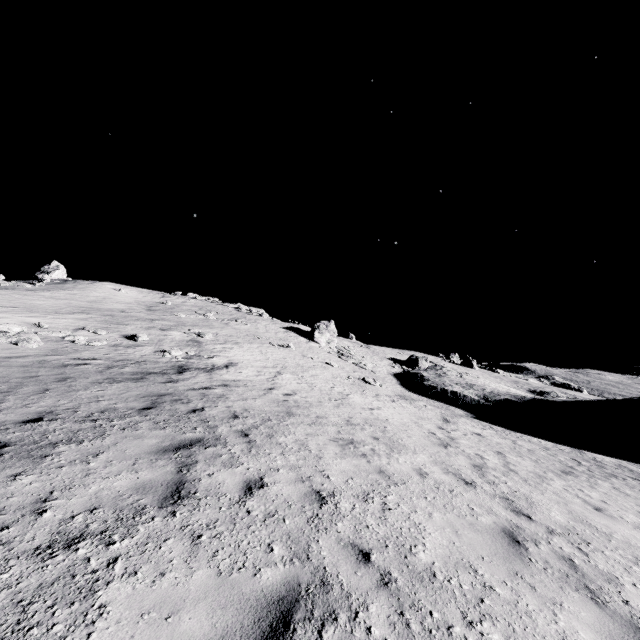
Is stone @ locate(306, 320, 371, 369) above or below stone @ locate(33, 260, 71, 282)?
below

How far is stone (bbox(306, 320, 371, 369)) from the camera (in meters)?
33.40

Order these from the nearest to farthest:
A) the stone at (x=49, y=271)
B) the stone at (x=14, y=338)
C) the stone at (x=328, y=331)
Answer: the stone at (x=14, y=338), the stone at (x=328, y=331), the stone at (x=49, y=271)

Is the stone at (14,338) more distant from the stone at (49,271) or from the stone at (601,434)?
the stone at (49,271)

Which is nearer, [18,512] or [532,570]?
[18,512]

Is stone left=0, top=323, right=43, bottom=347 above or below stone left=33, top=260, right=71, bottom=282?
below

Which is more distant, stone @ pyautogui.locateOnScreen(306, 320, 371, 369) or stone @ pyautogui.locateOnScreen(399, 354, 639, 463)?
stone @ pyautogui.locateOnScreen(306, 320, 371, 369)

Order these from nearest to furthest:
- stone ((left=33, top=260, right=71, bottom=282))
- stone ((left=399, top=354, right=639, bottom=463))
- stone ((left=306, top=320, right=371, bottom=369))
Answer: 1. stone ((left=399, top=354, right=639, bottom=463))
2. stone ((left=306, top=320, right=371, bottom=369))
3. stone ((left=33, top=260, right=71, bottom=282))
